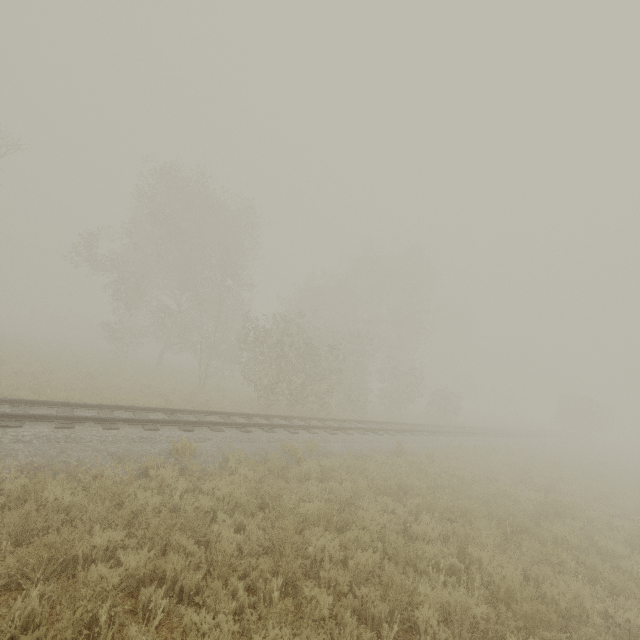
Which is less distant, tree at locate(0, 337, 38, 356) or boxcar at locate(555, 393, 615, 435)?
tree at locate(0, 337, 38, 356)

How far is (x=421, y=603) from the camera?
4.67m

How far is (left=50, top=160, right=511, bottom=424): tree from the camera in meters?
19.1

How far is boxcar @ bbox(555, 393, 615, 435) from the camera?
38.3m

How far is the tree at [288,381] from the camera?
19.12m

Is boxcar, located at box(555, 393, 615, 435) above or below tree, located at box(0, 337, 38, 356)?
above

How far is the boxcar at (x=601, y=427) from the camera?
38.3m
